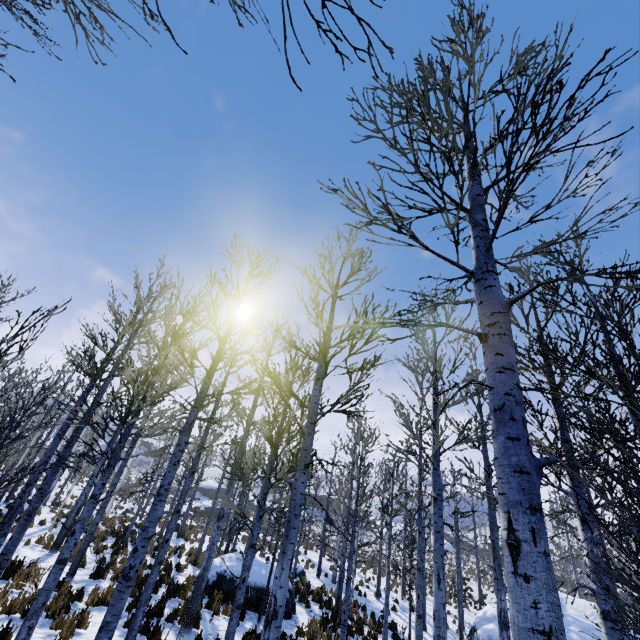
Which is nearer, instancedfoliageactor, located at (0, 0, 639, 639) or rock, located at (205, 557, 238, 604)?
instancedfoliageactor, located at (0, 0, 639, 639)

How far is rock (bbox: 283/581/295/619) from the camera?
12.4m

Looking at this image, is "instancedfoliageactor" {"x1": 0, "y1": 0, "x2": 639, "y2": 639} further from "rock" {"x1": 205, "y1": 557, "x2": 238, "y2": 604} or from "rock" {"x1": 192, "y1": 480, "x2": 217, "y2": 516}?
"rock" {"x1": 192, "y1": 480, "x2": 217, "y2": 516}

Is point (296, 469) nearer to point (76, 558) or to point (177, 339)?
point (177, 339)

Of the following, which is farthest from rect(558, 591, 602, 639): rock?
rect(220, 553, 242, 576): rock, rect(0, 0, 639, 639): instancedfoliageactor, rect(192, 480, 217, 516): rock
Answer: rect(192, 480, 217, 516): rock

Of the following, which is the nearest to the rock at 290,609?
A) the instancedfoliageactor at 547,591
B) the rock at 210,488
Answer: → the instancedfoliageactor at 547,591

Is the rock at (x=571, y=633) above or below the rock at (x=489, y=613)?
above

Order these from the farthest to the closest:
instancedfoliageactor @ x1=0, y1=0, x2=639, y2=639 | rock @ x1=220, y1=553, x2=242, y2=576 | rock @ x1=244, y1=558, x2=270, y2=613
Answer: rock @ x1=220, y1=553, x2=242, y2=576
rock @ x1=244, y1=558, x2=270, y2=613
instancedfoliageactor @ x1=0, y1=0, x2=639, y2=639
